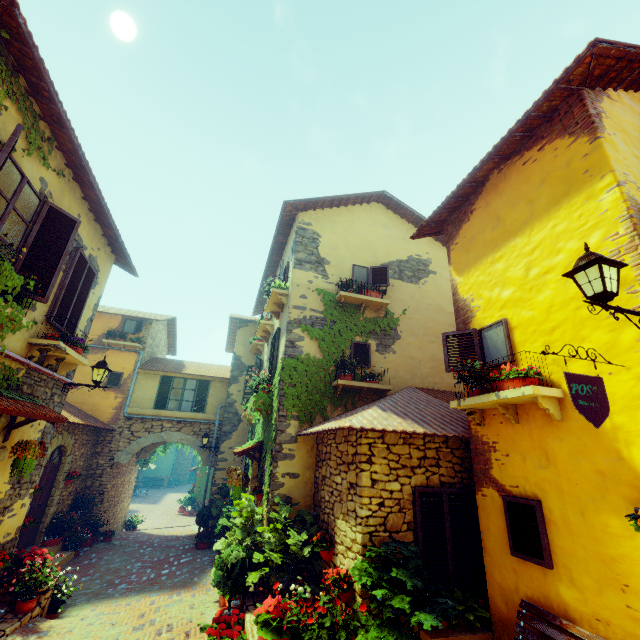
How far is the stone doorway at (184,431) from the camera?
13.4 meters

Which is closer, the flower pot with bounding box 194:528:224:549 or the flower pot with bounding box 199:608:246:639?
the flower pot with bounding box 199:608:246:639

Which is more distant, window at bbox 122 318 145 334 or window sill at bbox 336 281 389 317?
window at bbox 122 318 145 334

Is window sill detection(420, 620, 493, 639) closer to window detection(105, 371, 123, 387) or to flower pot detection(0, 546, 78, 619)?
window detection(105, 371, 123, 387)

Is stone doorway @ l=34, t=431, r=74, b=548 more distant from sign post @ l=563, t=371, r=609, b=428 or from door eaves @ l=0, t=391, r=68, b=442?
sign post @ l=563, t=371, r=609, b=428

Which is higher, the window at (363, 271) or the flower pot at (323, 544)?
the window at (363, 271)

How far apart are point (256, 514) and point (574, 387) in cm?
656

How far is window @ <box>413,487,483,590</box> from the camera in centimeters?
484cm
